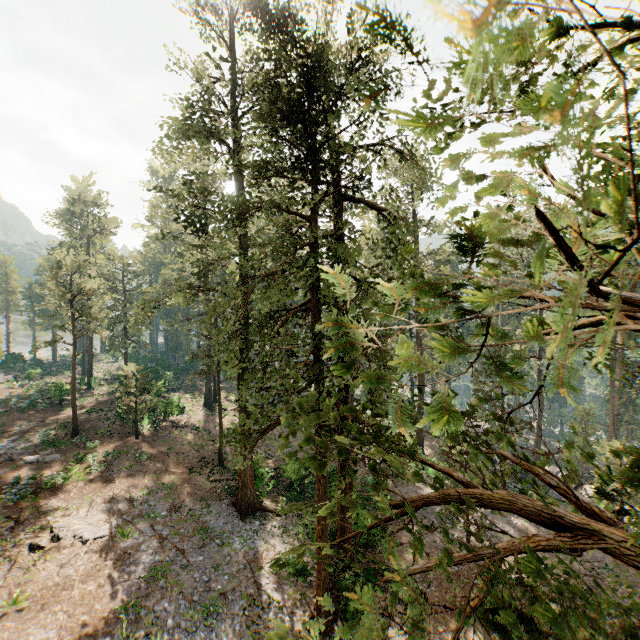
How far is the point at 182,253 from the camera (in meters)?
35.28

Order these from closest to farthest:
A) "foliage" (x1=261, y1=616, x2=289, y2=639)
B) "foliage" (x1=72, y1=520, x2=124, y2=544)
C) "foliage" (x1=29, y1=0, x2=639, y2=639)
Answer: "foliage" (x1=29, y1=0, x2=639, y2=639), "foliage" (x1=261, y1=616, x2=289, y2=639), "foliage" (x1=72, y1=520, x2=124, y2=544)

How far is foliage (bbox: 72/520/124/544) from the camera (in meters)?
16.45

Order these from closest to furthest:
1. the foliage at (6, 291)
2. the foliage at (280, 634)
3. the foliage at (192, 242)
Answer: the foliage at (192, 242) < the foliage at (280, 634) < the foliage at (6, 291)

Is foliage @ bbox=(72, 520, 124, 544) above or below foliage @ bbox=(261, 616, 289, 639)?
below

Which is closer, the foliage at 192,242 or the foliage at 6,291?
the foliage at 192,242

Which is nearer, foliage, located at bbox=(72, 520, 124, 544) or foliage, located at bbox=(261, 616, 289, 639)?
foliage, located at bbox=(261, 616, 289, 639)
